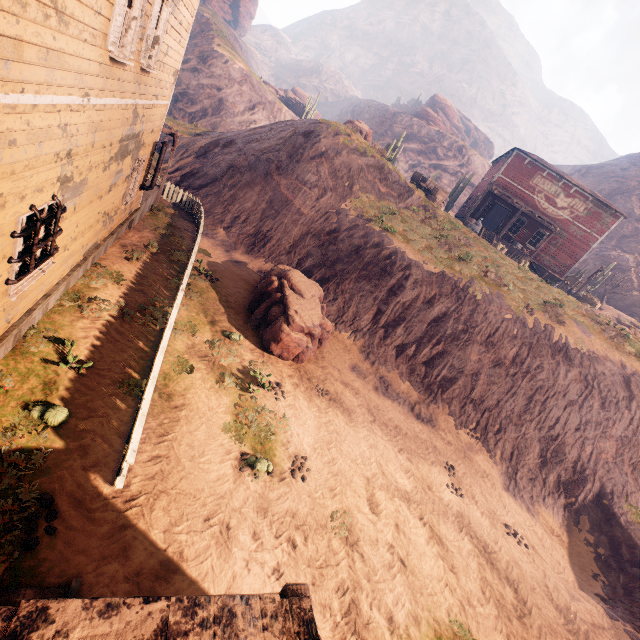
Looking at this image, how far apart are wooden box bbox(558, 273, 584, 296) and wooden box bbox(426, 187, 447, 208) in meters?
13.0

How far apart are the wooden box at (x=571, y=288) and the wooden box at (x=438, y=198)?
13.0 meters

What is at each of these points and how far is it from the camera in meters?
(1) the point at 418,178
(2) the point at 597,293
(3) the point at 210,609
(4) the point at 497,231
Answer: (1) carraige, 25.1 m
(2) z, 38.0 m
(3) building, 2.0 m
(4) building, 28.3 m

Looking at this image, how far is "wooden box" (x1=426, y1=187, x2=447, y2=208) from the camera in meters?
24.6

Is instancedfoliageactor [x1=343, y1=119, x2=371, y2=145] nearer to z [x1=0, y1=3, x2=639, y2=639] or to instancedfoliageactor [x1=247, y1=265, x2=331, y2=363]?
z [x1=0, y1=3, x2=639, y2=639]

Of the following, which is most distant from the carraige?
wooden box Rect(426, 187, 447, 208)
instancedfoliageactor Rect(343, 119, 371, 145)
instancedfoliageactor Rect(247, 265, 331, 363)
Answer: instancedfoliageactor Rect(247, 265, 331, 363)

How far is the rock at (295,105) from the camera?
55.9 meters

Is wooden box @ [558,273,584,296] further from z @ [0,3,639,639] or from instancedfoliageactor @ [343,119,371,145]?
instancedfoliageactor @ [343,119,371,145]
